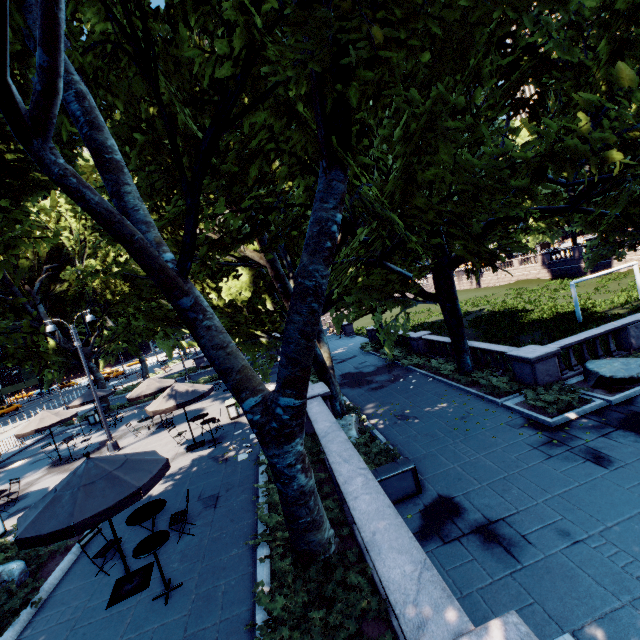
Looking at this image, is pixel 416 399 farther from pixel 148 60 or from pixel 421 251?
pixel 148 60

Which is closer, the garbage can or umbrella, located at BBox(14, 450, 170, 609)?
umbrella, located at BBox(14, 450, 170, 609)

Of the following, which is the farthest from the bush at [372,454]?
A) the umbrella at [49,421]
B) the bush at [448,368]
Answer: the umbrella at [49,421]

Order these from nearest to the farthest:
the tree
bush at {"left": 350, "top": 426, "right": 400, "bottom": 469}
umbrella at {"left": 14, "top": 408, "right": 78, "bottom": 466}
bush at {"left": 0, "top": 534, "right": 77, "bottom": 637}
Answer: the tree
bush at {"left": 0, "top": 534, "right": 77, "bottom": 637}
bush at {"left": 350, "top": 426, "right": 400, "bottom": 469}
umbrella at {"left": 14, "top": 408, "right": 78, "bottom": 466}

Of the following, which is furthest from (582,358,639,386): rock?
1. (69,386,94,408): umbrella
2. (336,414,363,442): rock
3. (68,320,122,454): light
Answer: (69,386,94,408): umbrella

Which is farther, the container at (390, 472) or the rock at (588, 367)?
the rock at (588, 367)

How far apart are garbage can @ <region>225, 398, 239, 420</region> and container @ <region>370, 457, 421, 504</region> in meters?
8.7 m

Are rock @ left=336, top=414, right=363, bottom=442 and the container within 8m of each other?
yes
